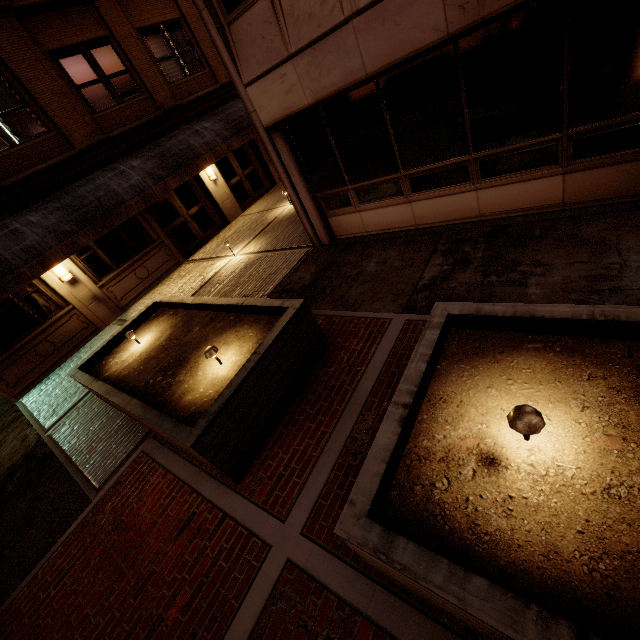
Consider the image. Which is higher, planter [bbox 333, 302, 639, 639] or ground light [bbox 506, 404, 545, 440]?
ground light [bbox 506, 404, 545, 440]

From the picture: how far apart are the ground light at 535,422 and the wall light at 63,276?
12.4 meters

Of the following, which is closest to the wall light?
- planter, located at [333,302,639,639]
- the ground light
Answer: planter, located at [333,302,639,639]

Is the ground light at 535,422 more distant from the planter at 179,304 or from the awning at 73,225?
the awning at 73,225

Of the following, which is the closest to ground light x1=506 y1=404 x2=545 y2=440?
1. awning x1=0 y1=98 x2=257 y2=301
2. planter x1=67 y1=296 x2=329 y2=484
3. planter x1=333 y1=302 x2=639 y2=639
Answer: planter x1=333 y1=302 x2=639 y2=639

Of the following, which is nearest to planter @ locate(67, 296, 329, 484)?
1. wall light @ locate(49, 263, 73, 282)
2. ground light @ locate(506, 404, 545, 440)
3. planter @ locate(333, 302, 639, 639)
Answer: planter @ locate(333, 302, 639, 639)

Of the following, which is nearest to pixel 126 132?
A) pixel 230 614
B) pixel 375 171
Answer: pixel 375 171

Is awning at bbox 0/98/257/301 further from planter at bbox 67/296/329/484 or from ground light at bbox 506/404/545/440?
ground light at bbox 506/404/545/440
